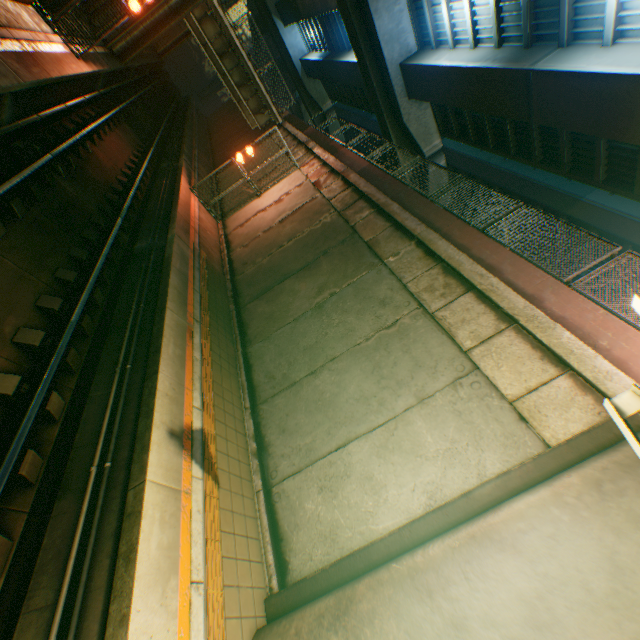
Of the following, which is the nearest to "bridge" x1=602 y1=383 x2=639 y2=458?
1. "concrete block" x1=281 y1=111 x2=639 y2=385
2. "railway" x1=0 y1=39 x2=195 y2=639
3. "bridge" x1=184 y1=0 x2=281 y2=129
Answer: "concrete block" x1=281 y1=111 x2=639 y2=385

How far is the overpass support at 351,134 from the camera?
41.2m

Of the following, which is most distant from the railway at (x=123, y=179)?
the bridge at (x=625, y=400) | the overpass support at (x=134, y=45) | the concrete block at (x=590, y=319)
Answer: the concrete block at (x=590, y=319)

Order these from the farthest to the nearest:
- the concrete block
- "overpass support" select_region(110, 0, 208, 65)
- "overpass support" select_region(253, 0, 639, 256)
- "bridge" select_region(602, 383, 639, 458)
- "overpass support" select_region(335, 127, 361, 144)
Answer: "overpass support" select_region(335, 127, 361, 144), "overpass support" select_region(110, 0, 208, 65), "overpass support" select_region(253, 0, 639, 256), the concrete block, "bridge" select_region(602, 383, 639, 458)

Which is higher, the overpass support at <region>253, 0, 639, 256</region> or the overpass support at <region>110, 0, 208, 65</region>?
the overpass support at <region>253, 0, 639, 256</region>

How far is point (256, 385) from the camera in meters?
8.3

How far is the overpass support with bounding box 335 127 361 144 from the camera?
41.2m

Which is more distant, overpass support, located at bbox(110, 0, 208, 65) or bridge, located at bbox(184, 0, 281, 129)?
bridge, located at bbox(184, 0, 281, 129)
